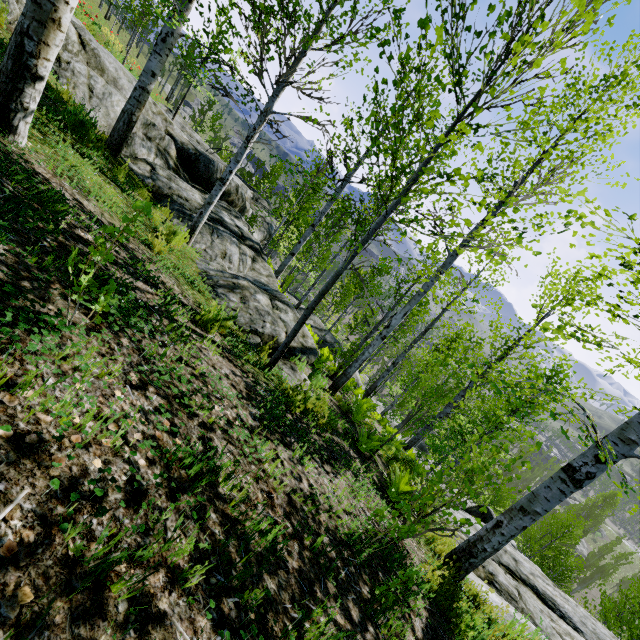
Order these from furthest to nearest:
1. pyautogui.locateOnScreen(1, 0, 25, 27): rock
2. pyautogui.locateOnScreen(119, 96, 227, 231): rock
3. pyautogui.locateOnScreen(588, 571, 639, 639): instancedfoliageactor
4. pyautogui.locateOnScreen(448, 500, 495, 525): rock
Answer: pyautogui.locateOnScreen(588, 571, 639, 639): instancedfoliageactor → pyautogui.locateOnScreen(448, 500, 495, 525): rock → pyautogui.locateOnScreen(119, 96, 227, 231): rock → pyautogui.locateOnScreen(1, 0, 25, 27): rock

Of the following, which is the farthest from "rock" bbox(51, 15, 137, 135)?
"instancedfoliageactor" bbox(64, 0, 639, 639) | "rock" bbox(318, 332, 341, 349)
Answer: "instancedfoliageactor" bbox(64, 0, 639, 639)

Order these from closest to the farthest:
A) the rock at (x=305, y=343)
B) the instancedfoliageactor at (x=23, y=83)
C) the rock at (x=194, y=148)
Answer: the instancedfoliageactor at (x=23, y=83)
the rock at (x=305, y=343)
the rock at (x=194, y=148)

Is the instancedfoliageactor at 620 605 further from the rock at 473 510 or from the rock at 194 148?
the rock at 194 148

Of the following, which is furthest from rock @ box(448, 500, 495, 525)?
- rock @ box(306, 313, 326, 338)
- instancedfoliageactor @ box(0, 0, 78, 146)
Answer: rock @ box(306, 313, 326, 338)

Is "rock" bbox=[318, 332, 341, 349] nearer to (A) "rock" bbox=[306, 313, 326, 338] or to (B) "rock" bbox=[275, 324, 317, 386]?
(B) "rock" bbox=[275, 324, 317, 386]

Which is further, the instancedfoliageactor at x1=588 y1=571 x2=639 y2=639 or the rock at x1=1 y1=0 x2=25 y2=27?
the instancedfoliageactor at x1=588 y1=571 x2=639 y2=639

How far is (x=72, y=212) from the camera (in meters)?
3.29
